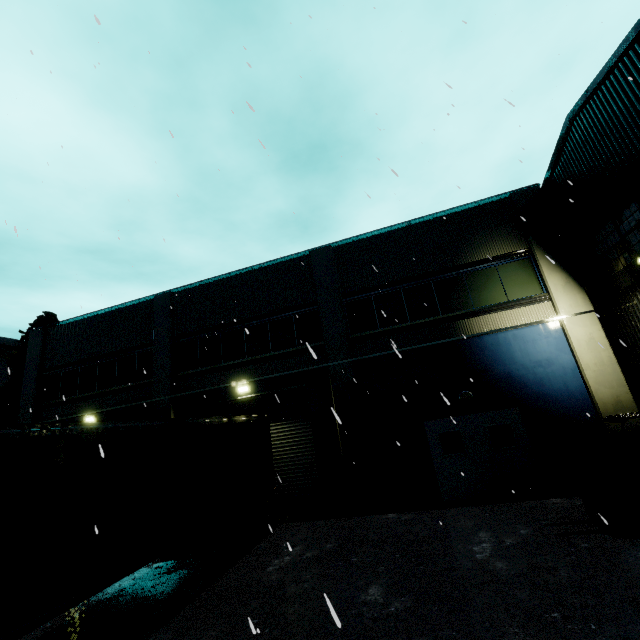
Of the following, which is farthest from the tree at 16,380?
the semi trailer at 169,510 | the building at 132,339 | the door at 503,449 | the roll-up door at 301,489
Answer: the door at 503,449

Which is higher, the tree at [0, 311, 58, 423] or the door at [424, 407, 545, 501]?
the tree at [0, 311, 58, 423]

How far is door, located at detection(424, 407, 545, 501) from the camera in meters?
9.9 m

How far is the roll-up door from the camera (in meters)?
11.67

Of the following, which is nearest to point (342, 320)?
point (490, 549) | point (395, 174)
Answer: point (490, 549)

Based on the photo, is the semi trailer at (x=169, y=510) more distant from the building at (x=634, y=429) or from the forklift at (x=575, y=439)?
the forklift at (x=575, y=439)

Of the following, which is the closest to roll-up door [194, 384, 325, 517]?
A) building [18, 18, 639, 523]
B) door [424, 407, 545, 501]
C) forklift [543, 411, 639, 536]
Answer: building [18, 18, 639, 523]

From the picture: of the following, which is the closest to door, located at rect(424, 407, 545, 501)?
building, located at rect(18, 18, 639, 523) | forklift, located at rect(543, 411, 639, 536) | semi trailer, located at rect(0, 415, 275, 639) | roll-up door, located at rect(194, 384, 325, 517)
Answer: building, located at rect(18, 18, 639, 523)
